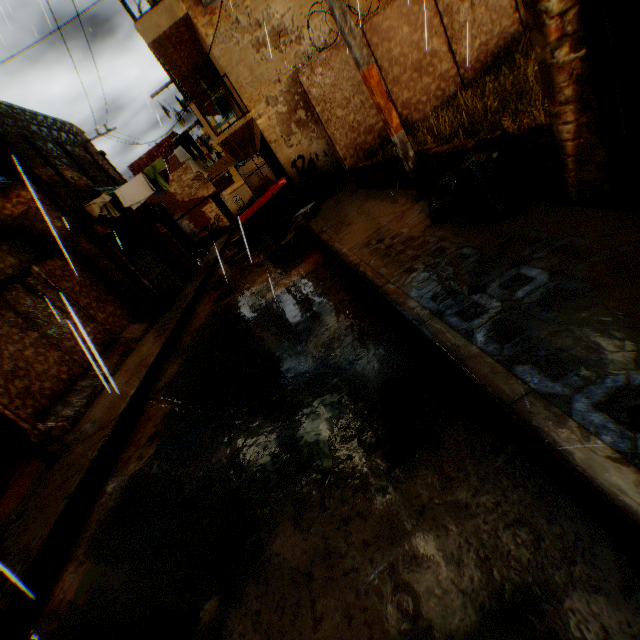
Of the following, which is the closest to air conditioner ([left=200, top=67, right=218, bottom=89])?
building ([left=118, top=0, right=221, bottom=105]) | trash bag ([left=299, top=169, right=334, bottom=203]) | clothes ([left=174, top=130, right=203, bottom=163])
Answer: building ([left=118, top=0, right=221, bottom=105])

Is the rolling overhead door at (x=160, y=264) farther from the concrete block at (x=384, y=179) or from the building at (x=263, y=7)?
the concrete block at (x=384, y=179)

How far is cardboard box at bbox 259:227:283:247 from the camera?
10.9m

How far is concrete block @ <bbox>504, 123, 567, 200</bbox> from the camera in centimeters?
293cm

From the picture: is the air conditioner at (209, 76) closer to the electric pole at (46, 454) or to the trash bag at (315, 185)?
the trash bag at (315, 185)

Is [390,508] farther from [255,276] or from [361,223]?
[255,276]

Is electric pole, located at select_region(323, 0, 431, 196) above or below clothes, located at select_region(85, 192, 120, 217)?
below
